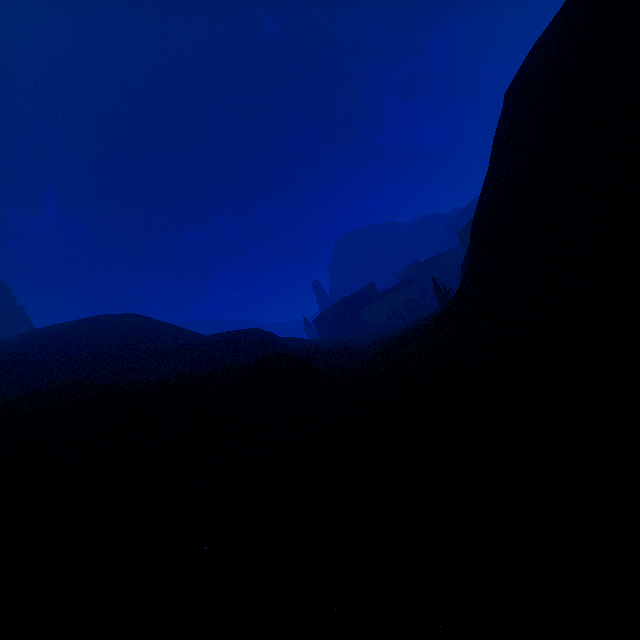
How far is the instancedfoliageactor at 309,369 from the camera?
17.0m

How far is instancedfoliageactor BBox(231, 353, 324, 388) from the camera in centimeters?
1705cm

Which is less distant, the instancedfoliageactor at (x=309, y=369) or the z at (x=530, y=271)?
the z at (x=530, y=271)

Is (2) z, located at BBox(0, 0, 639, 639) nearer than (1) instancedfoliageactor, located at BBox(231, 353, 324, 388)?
Yes

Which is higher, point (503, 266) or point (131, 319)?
point (131, 319)
